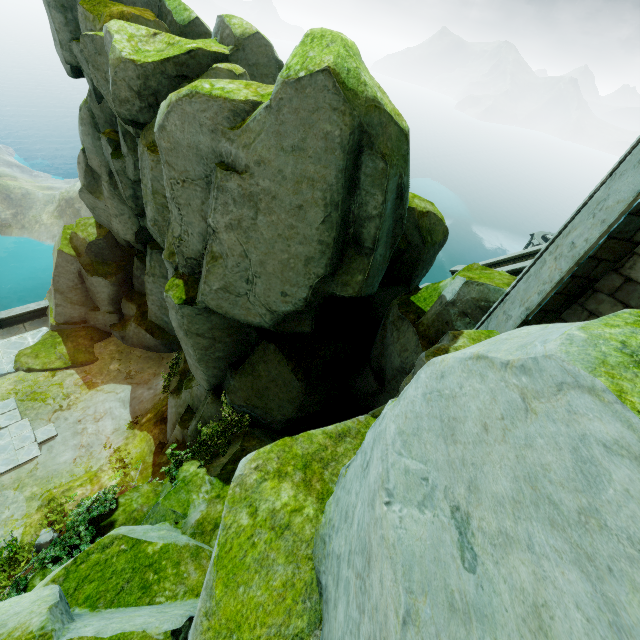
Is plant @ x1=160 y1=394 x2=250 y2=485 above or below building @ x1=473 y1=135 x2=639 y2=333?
below

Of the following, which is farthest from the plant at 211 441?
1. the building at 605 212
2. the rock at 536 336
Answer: the building at 605 212

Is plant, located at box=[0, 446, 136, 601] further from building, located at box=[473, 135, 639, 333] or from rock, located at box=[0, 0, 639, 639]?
building, located at box=[473, 135, 639, 333]

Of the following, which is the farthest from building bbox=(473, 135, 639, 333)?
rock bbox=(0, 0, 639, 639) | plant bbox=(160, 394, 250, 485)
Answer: plant bbox=(160, 394, 250, 485)

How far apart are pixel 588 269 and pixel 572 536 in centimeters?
512cm

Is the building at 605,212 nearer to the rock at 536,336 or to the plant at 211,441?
the rock at 536,336

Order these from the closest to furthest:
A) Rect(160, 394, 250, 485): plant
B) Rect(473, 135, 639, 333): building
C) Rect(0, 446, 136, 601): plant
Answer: Rect(473, 135, 639, 333): building < Rect(0, 446, 136, 601): plant < Rect(160, 394, 250, 485): plant

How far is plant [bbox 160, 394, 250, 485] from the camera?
8.1m
